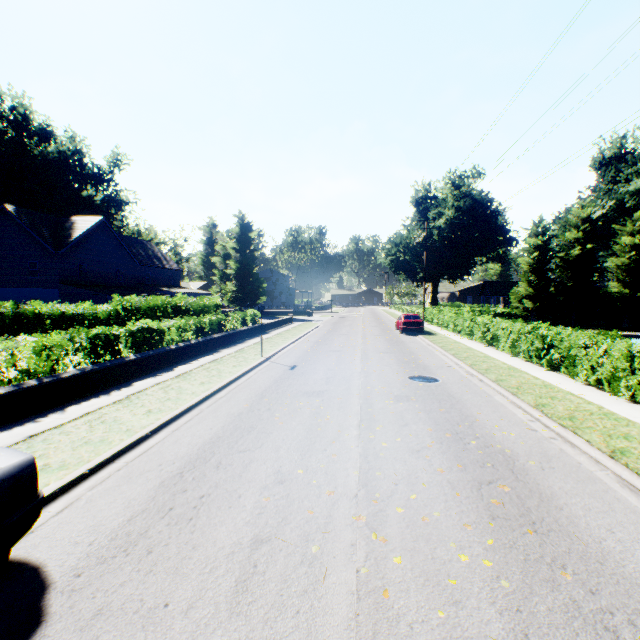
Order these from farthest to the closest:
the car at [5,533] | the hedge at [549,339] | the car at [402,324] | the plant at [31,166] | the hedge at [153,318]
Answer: the plant at [31,166], the car at [402,324], the hedge at [549,339], the hedge at [153,318], the car at [5,533]

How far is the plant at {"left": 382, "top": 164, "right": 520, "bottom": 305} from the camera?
48.5 meters

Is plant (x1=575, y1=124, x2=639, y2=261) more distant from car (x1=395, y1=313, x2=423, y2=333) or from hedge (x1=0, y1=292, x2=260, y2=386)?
car (x1=395, y1=313, x2=423, y2=333)

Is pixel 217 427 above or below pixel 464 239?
below

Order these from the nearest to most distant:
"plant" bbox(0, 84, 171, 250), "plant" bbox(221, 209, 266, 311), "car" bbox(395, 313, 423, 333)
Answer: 1. "car" bbox(395, 313, 423, 333)
2. "plant" bbox(0, 84, 171, 250)
3. "plant" bbox(221, 209, 266, 311)

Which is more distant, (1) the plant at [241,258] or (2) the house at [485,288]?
(1) the plant at [241,258]

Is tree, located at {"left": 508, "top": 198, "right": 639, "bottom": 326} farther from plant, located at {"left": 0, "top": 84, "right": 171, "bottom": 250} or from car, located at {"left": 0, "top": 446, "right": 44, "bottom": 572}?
car, located at {"left": 0, "top": 446, "right": 44, "bottom": 572}

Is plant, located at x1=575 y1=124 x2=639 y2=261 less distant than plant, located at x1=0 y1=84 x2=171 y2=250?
No
